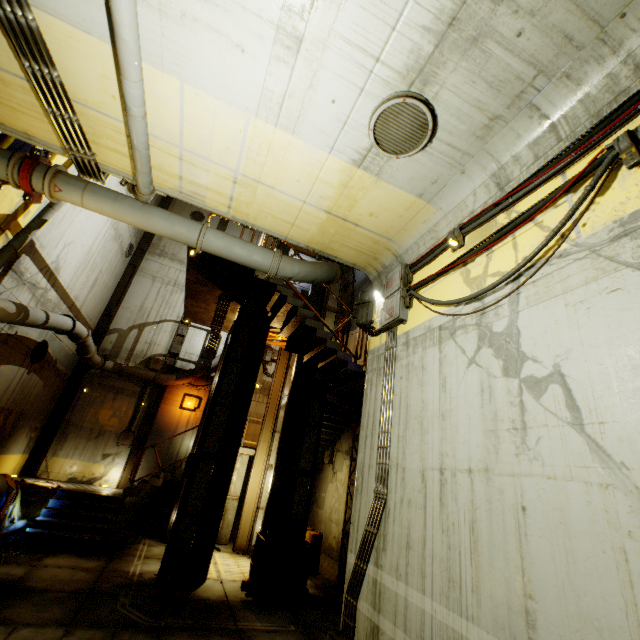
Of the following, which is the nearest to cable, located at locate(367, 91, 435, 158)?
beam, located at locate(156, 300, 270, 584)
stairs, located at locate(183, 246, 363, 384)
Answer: stairs, located at locate(183, 246, 363, 384)

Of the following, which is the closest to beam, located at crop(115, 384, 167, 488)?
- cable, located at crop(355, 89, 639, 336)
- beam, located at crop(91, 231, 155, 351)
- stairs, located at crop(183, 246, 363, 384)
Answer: stairs, located at crop(183, 246, 363, 384)

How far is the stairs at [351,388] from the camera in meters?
10.6

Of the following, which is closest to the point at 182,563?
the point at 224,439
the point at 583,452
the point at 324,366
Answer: the point at 224,439

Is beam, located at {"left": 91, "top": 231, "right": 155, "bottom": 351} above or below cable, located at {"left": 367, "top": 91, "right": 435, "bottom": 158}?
above

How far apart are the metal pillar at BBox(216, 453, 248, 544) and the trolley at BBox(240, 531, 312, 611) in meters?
5.1

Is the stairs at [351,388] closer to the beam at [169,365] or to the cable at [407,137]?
the beam at [169,365]

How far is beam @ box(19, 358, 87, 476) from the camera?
12.7m
